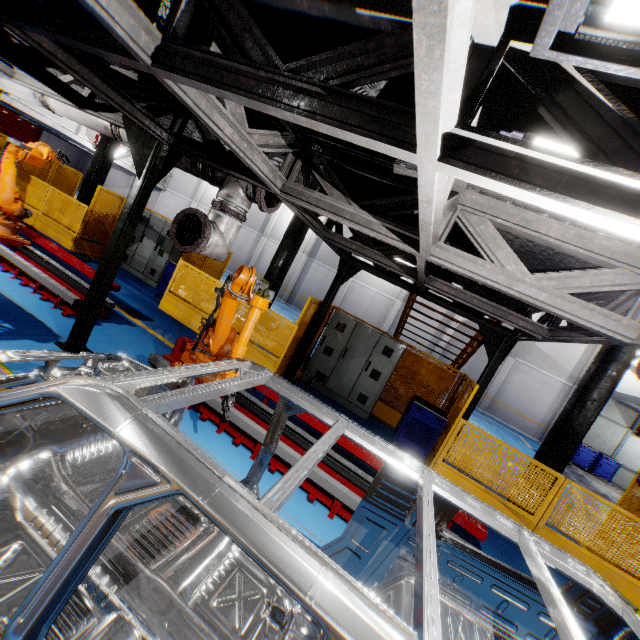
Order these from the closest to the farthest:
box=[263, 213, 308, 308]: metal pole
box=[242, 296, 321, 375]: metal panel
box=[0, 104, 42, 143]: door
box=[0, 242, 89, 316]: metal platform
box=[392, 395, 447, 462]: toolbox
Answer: box=[0, 242, 89, 316]: metal platform < box=[392, 395, 447, 462]: toolbox < box=[242, 296, 321, 375]: metal panel < box=[263, 213, 308, 308]: metal pole < box=[0, 104, 42, 143]: door

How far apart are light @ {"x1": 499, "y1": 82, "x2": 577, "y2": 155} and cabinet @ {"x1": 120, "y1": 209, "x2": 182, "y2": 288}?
10.2m

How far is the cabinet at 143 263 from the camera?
10.6m

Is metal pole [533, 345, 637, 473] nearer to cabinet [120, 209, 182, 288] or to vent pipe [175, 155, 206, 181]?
vent pipe [175, 155, 206, 181]

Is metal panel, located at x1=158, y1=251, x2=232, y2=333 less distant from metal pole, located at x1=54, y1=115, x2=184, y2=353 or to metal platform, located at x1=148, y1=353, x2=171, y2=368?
metal platform, located at x1=148, y1=353, x2=171, y2=368

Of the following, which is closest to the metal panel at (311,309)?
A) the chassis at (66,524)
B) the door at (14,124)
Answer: the chassis at (66,524)

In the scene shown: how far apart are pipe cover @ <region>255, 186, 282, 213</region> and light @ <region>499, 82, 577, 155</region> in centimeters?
288cm

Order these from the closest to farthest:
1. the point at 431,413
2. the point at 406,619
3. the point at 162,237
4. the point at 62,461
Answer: the point at 406,619 < the point at 62,461 < the point at 431,413 < the point at 162,237
